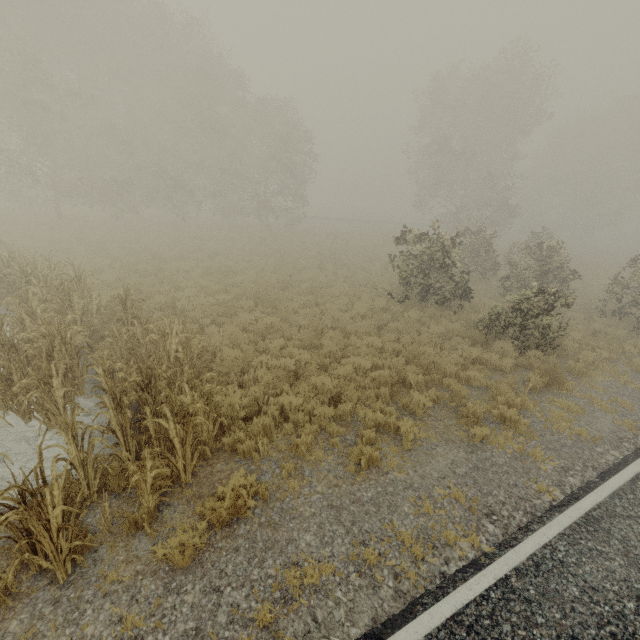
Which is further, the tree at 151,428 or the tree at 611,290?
the tree at 611,290

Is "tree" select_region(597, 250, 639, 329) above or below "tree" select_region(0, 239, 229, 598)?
above

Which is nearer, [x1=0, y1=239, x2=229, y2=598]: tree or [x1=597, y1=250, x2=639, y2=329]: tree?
[x1=0, y1=239, x2=229, y2=598]: tree

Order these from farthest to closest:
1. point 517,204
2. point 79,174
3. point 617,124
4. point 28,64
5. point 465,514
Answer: point 617,124
point 517,204
point 79,174
point 28,64
point 465,514

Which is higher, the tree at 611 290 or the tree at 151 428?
the tree at 611 290
